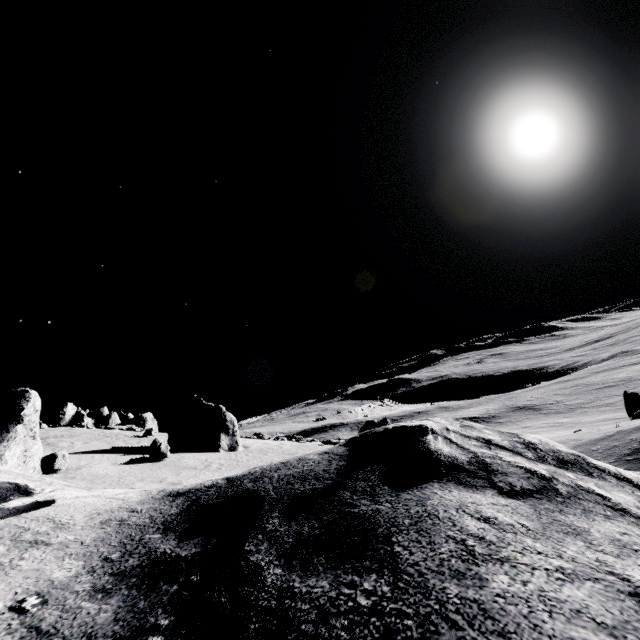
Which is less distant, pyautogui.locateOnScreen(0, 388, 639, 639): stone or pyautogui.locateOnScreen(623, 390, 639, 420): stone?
pyautogui.locateOnScreen(0, 388, 639, 639): stone

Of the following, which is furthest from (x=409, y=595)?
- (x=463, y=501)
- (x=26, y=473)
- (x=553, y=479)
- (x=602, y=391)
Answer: (x=602, y=391)

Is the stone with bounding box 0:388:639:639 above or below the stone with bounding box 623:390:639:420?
above

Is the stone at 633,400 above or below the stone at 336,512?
below

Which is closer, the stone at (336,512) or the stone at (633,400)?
the stone at (336,512)
